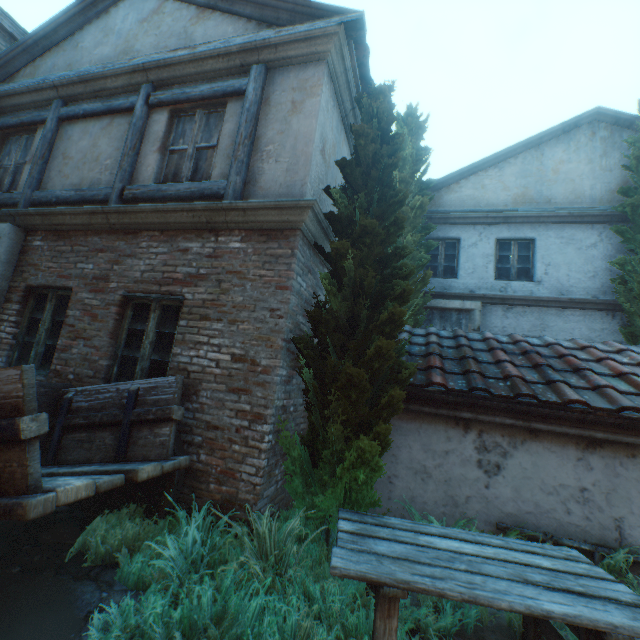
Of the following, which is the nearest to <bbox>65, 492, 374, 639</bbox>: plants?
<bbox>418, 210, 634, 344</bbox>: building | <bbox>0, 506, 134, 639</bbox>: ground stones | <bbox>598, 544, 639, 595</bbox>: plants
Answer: <bbox>0, 506, 134, 639</bbox>: ground stones

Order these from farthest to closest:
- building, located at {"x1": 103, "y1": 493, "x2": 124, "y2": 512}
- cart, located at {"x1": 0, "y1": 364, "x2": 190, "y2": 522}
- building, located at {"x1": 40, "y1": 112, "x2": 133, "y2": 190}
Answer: building, located at {"x1": 40, "y1": 112, "x2": 133, "y2": 190}, building, located at {"x1": 103, "y1": 493, "x2": 124, "y2": 512}, cart, located at {"x1": 0, "y1": 364, "x2": 190, "y2": 522}

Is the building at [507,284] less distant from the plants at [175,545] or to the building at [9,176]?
the building at [9,176]

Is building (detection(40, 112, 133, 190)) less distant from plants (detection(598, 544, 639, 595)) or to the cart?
the cart

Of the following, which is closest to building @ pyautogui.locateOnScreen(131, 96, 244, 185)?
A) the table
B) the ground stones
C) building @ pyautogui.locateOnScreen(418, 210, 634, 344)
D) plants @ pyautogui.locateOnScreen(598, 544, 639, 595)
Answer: the ground stones

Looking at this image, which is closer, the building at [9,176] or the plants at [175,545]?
the plants at [175,545]

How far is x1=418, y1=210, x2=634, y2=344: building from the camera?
8.5m

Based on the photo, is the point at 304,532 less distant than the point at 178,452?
Yes
